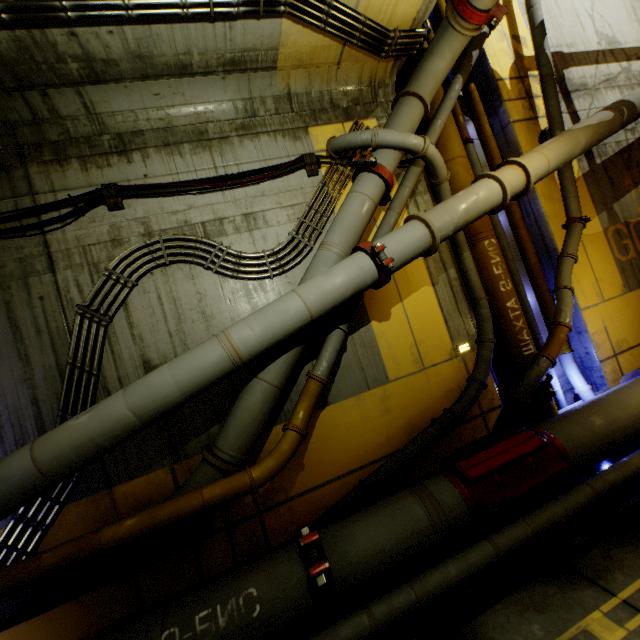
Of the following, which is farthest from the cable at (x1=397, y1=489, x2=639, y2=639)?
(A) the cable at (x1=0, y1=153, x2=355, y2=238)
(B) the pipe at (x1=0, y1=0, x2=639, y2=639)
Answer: (A) the cable at (x1=0, y1=153, x2=355, y2=238)

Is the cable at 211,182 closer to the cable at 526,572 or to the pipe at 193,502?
the pipe at 193,502

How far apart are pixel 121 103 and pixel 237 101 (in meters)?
1.66

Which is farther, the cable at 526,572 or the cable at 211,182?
the cable at 211,182

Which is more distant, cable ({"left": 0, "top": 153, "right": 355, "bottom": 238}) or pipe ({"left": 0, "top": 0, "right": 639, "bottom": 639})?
cable ({"left": 0, "top": 153, "right": 355, "bottom": 238})

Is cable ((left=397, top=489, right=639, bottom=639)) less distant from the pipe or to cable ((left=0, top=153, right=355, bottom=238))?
the pipe
